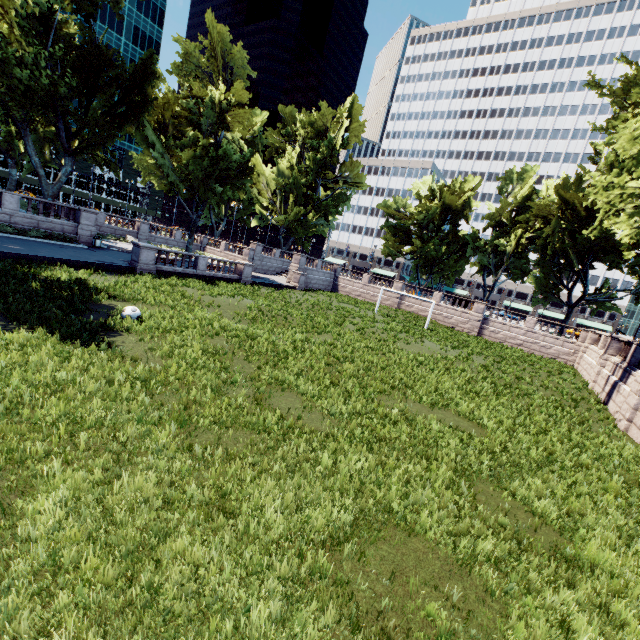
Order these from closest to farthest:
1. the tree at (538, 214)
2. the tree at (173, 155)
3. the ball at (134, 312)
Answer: the ball at (134, 312) < the tree at (538, 214) < the tree at (173, 155)

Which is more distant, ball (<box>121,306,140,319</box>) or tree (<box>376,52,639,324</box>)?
tree (<box>376,52,639,324</box>)

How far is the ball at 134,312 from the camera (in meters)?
12.59

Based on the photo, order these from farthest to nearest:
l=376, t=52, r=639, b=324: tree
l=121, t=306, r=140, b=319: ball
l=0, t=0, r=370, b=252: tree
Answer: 1. l=0, t=0, r=370, b=252: tree
2. l=376, t=52, r=639, b=324: tree
3. l=121, t=306, r=140, b=319: ball

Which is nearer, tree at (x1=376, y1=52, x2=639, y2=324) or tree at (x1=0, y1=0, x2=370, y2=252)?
tree at (x1=376, y1=52, x2=639, y2=324)

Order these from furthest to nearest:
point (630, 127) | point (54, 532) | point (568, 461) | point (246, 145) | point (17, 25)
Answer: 1. point (246, 145)
2. point (17, 25)
3. point (630, 127)
4. point (568, 461)
5. point (54, 532)

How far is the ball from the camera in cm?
1259

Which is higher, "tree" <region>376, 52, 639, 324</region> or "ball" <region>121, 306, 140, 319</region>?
"tree" <region>376, 52, 639, 324</region>
